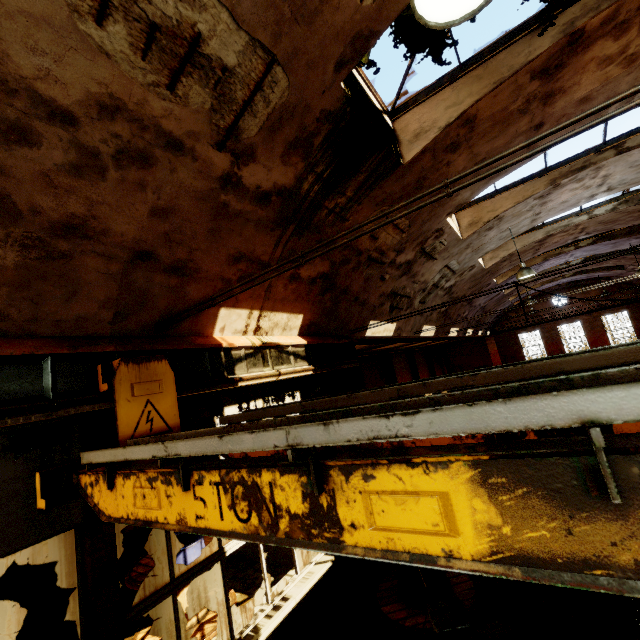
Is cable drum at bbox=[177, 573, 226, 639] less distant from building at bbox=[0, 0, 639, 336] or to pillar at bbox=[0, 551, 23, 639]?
pillar at bbox=[0, 551, 23, 639]

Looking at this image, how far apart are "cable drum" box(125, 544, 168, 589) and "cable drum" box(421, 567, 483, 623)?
3.0m

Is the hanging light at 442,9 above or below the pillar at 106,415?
above

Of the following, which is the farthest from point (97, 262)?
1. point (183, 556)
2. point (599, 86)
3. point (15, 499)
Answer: point (599, 86)

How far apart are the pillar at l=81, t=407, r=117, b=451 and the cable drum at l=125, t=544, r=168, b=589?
2.6m

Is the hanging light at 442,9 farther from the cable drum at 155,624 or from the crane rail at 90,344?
the cable drum at 155,624

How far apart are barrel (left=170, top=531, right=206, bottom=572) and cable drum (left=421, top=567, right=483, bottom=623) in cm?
323

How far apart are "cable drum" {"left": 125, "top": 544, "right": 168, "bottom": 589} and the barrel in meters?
0.0 m
